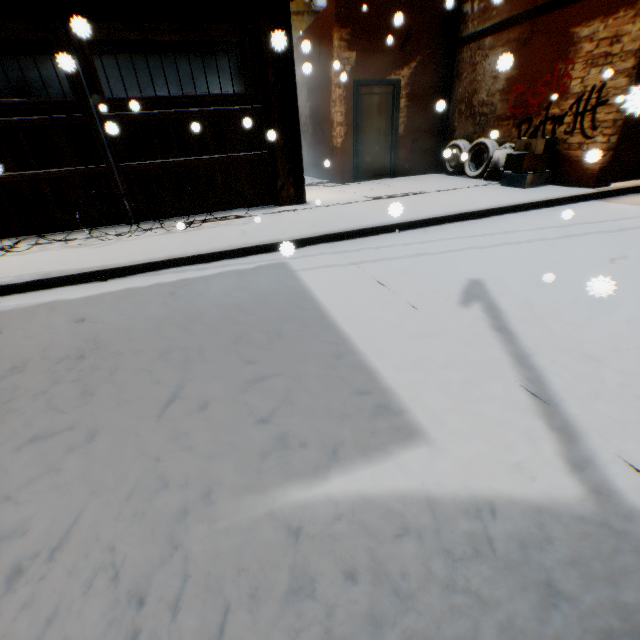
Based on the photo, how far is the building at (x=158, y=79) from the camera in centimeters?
967cm

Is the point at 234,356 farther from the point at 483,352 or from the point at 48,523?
the point at 483,352

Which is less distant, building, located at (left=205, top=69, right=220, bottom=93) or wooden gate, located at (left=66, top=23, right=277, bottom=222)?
wooden gate, located at (left=66, top=23, right=277, bottom=222)

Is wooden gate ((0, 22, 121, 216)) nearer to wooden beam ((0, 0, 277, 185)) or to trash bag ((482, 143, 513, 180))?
wooden beam ((0, 0, 277, 185))

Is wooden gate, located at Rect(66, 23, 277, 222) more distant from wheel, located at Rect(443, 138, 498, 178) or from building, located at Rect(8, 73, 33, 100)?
wheel, located at Rect(443, 138, 498, 178)

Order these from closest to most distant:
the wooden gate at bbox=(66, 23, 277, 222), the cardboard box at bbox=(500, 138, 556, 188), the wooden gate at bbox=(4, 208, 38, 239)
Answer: the wooden gate at bbox=(66, 23, 277, 222) → the wooden gate at bbox=(4, 208, 38, 239) → the cardboard box at bbox=(500, 138, 556, 188)

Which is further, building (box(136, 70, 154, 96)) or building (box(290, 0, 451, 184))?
building (box(136, 70, 154, 96))

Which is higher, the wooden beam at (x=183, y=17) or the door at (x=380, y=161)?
the wooden beam at (x=183, y=17)
